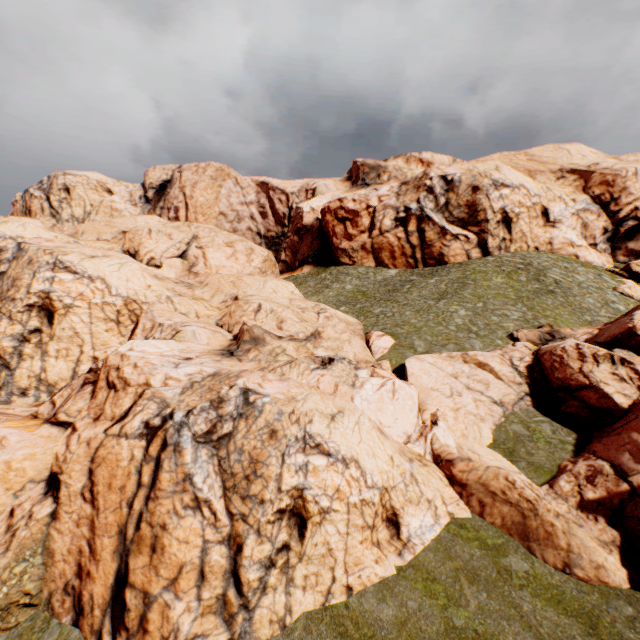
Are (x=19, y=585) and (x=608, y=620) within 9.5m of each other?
no
